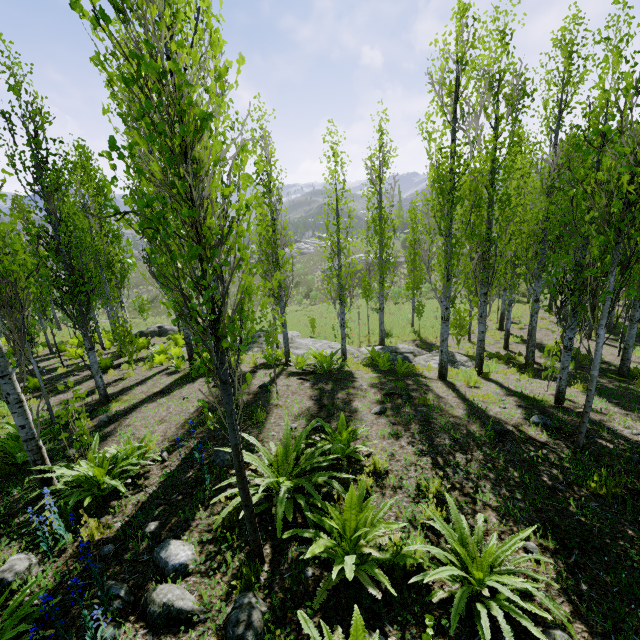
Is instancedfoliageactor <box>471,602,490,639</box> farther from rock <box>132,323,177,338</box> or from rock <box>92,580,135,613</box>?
rock <box>132,323,177,338</box>

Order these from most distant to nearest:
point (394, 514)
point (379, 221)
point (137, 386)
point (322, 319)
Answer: point (322, 319) → point (379, 221) → point (137, 386) → point (394, 514)

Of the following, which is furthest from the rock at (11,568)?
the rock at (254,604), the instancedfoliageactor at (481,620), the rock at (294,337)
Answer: the rock at (294,337)

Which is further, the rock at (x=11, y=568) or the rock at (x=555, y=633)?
the rock at (x=11, y=568)

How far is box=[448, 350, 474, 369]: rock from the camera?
12.50m

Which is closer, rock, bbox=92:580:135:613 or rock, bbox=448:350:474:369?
rock, bbox=92:580:135:613

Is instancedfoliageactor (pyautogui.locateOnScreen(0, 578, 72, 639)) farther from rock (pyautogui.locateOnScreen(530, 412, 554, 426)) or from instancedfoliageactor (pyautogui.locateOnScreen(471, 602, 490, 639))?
rock (pyautogui.locateOnScreen(530, 412, 554, 426))

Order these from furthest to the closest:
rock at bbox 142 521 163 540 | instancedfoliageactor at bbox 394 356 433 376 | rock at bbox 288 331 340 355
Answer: rock at bbox 288 331 340 355
instancedfoliageactor at bbox 394 356 433 376
rock at bbox 142 521 163 540
